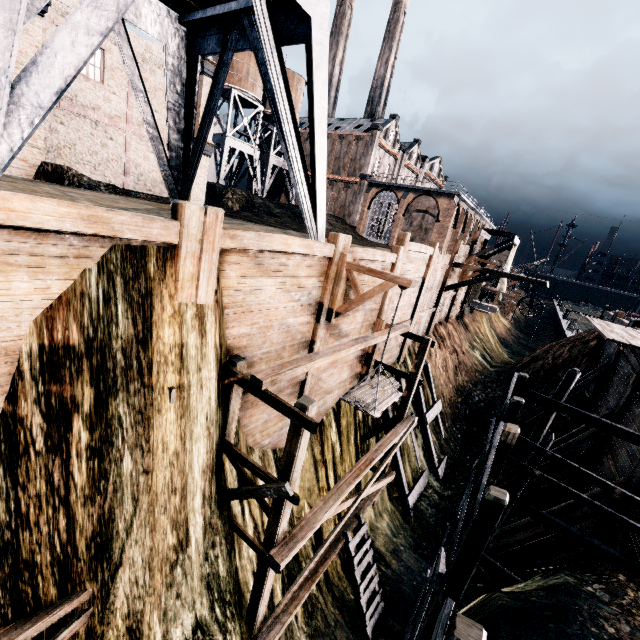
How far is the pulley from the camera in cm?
912

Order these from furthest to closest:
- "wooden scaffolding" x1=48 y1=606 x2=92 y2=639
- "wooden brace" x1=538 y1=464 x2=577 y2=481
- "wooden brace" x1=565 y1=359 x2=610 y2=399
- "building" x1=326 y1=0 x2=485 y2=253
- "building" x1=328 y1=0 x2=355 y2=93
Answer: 1. "building" x1=328 y1=0 x2=355 y2=93
2. "building" x1=326 y1=0 x2=485 y2=253
3. "wooden brace" x1=565 y1=359 x2=610 y2=399
4. "wooden brace" x1=538 y1=464 x2=577 y2=481
5. "wooden scaffolding" x1=48 y1=606 x2=92 y2=639

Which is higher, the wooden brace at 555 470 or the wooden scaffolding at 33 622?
the wooden scaffolding at 33 622

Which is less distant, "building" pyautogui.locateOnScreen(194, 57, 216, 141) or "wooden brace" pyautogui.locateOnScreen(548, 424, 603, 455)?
"wooden brace" pyautogui.locateOnScreen(548, 424, 603, 455)

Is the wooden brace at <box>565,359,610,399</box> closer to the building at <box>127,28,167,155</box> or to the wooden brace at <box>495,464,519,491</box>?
the wooden brace at <box>495,464,519,491</box>

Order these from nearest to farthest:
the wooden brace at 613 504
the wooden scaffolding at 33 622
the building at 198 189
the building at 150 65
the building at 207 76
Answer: the wooden scaffolding at 33 622 → the wooden brace at 613 504 → the building at 150 65 → the building at 207 76 → the building at 198 189

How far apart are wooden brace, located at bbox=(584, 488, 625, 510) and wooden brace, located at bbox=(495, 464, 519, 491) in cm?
480

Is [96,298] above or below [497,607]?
above
